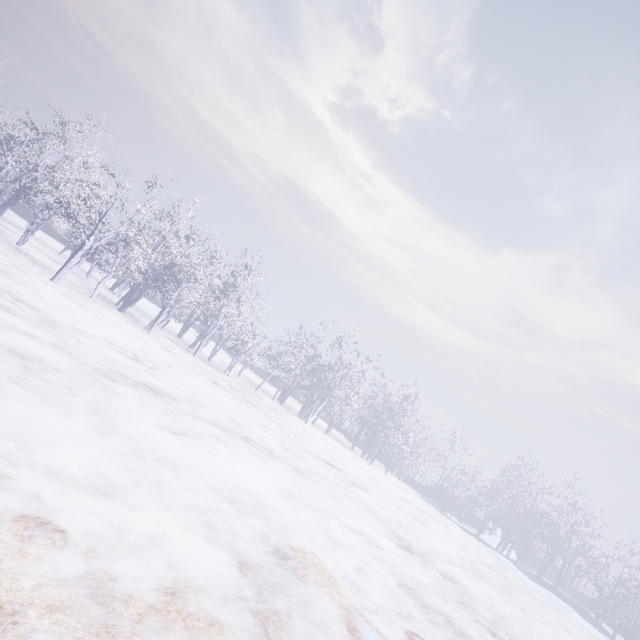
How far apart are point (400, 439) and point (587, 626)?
14.66m
